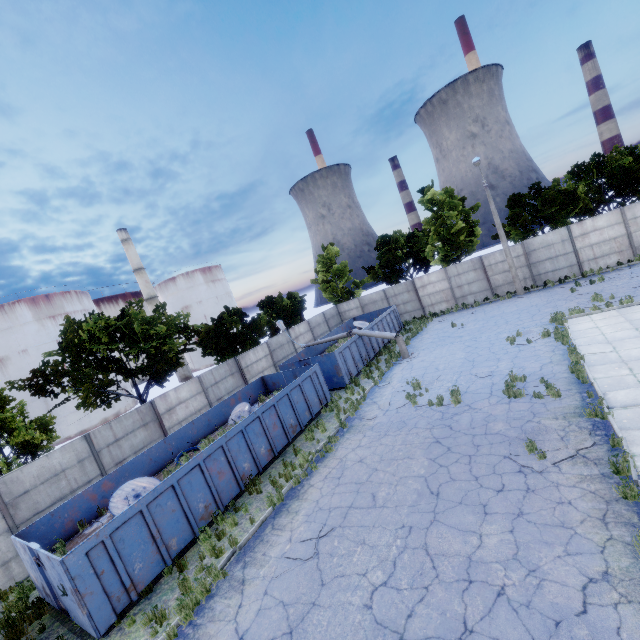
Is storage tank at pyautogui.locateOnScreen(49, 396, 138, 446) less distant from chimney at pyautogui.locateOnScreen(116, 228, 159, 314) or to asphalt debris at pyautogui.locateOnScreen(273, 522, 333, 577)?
chimney at pyautogui.locateOnScreen(116, 228, 159, 314)

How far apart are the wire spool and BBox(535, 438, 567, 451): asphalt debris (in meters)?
10.78

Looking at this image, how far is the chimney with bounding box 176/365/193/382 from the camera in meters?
50.5

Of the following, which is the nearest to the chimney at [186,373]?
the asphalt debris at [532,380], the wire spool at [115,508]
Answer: the wire spool at [115,508]

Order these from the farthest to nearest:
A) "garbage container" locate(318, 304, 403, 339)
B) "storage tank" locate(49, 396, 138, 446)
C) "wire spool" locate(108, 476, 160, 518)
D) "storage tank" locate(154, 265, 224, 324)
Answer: "storage tank" locate(154, 265, 224, 324)
"storage tank" locate(49, 396, 138, 446)
"garbage container" locate(318, 304, 403, 339)
"wire spool" locate(108, 476, 160, 518)

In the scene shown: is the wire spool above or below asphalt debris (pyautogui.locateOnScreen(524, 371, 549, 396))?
above

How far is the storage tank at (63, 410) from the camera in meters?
37.4

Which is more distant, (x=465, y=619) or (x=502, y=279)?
(x=502, y=279)
